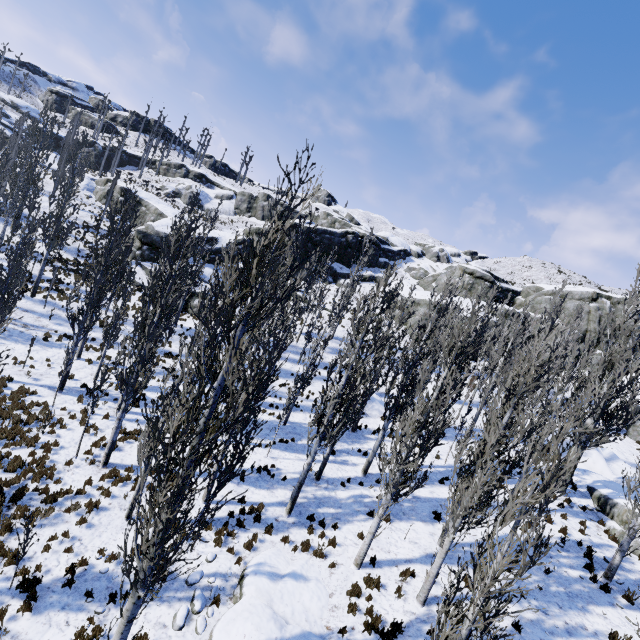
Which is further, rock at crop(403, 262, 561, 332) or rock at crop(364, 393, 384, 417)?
rock at crop(403, 262, 561, 332)

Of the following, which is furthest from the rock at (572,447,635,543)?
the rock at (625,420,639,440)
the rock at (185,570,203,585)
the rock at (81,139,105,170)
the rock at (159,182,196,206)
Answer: the rock at (81,139,105,170)

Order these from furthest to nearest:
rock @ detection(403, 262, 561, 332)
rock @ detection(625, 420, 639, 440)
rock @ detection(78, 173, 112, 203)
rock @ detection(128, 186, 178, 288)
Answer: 1. rock @ detection(78, 173, 112, 203)
2. rock @ detection(403, 262, 561, 332)
3. rock @ detection(128, 186, 178, 288)
4. rock @ detection(625, 420, 639, 440)

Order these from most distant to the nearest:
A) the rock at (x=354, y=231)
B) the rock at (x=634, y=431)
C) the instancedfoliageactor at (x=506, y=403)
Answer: the rock at (x=354, y=231) < the rock at (x=634, y=431) < the instancedfoliageactor at (x=506, y=403)

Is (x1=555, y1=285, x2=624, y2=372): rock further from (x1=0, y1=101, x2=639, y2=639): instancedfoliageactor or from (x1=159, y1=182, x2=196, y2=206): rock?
(x1=159, y1=182, x2=196, y2=206): rock

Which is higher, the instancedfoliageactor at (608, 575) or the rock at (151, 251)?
the rock at (151, 251)

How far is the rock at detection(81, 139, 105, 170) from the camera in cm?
5875

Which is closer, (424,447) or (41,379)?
(424,447)
